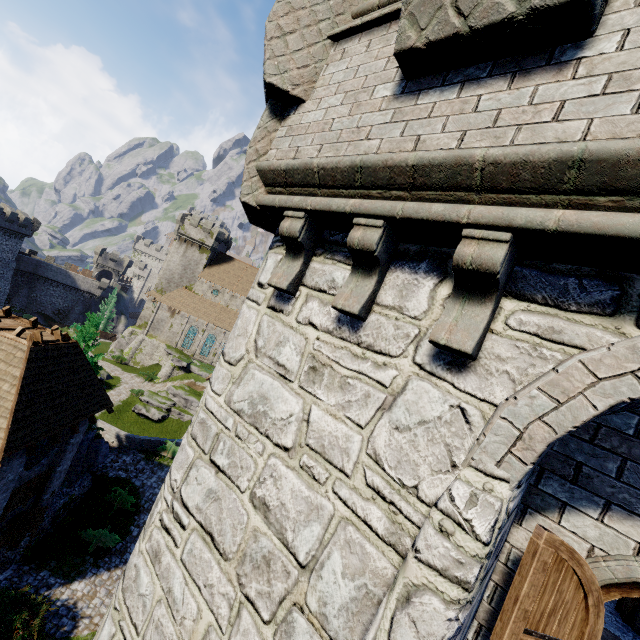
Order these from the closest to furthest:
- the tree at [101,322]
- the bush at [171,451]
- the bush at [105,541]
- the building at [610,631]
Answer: the building at [610,631], the bush at [105,541], the tree at [101,322], the bush at [171,451]

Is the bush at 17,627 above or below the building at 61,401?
below

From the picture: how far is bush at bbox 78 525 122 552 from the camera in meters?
17.6

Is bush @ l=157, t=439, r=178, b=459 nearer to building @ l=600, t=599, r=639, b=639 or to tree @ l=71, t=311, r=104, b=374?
tree @ l=71, t=311, r=104, b=374

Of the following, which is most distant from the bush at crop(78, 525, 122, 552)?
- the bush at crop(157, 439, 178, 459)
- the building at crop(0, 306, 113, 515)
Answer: the bush at crop(157, 439, 178, 459)

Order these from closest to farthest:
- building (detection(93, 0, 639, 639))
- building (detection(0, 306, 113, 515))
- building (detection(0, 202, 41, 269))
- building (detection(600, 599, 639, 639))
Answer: building (detection(93, 0, 639, 639))
building (detection(600, 599, 639, 639))
building (detection(0, 306, 113, 515))
building (detection(0, 202, 41, 269))

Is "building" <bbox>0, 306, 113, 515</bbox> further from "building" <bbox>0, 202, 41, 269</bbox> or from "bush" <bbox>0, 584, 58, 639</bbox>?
"building" <bbox>0, 202, 41, 269</bbox>

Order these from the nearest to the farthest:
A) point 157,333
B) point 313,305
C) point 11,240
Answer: point 313,305
point 157,333
point 11,240
